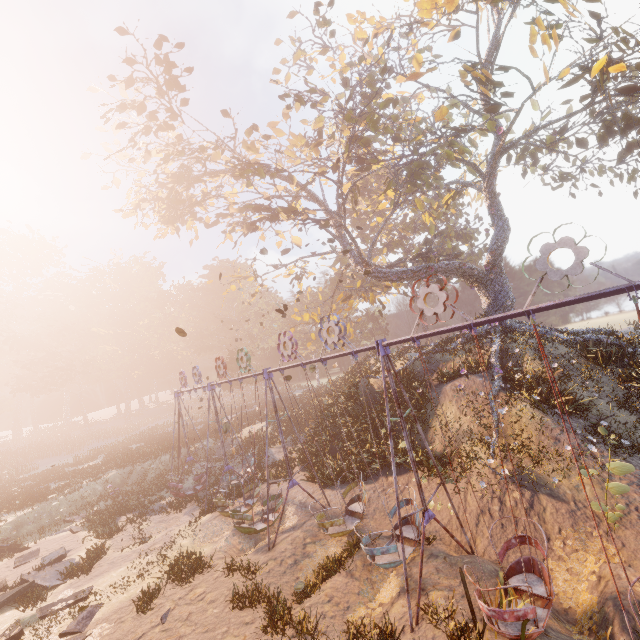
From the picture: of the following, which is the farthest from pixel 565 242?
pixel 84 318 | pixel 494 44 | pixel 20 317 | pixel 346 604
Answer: pixel 20 317

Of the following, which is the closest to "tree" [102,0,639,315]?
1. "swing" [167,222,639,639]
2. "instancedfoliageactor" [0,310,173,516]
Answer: "swing" [167,222,639,639]

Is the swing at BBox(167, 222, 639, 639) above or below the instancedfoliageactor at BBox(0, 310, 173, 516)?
below

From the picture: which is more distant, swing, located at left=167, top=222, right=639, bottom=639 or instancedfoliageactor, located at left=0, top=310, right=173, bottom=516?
instancedfoliageactor, located at left=0, top=310, right=173, bottom=516

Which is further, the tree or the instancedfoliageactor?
the instancedfoliageactor

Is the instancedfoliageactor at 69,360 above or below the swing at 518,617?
above

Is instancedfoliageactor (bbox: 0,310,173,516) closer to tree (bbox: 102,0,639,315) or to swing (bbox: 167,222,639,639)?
swing (bbox: 167,222,639,639)

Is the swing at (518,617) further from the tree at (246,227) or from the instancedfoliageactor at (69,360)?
the instancedfoliageactor at (69,360)
